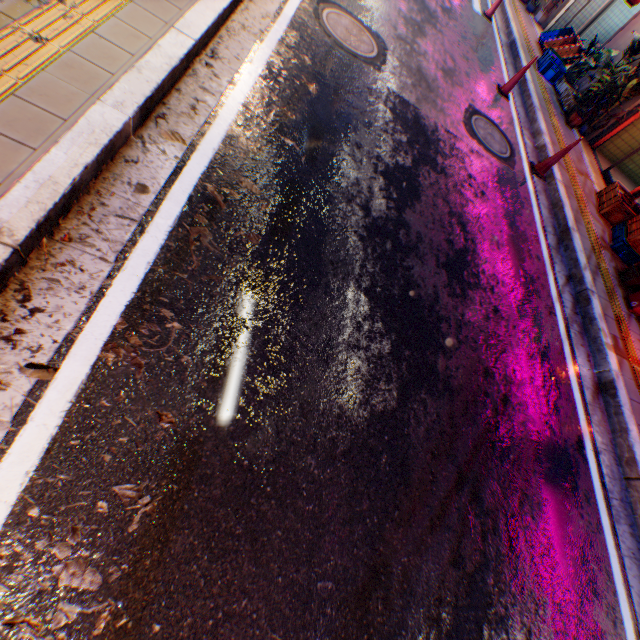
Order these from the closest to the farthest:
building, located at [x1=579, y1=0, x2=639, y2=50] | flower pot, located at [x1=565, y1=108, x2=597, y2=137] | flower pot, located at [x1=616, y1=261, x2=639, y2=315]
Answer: flower pot, located at [x1=616, y1=261, x2=639, y2=315]
flower pot, located at [x1=565, y1=108, x2=597, y2=137]
building, located at [x1=579, y1=0, x2=639, y2=50]

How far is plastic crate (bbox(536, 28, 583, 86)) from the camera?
9.2 meters

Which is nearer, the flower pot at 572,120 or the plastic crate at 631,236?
the plastic crate at 631,236

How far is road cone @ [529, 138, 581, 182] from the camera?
6.12m

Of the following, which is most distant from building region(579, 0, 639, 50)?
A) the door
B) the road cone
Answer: the road cone

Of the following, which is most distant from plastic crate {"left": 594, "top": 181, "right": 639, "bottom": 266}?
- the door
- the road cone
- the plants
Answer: the plants

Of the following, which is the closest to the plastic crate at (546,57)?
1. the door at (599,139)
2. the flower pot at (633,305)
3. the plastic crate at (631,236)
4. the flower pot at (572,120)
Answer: the flower pot at (572,120)

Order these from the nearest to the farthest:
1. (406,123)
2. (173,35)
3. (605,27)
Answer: (173,35)
(406,123)
(605,27)
